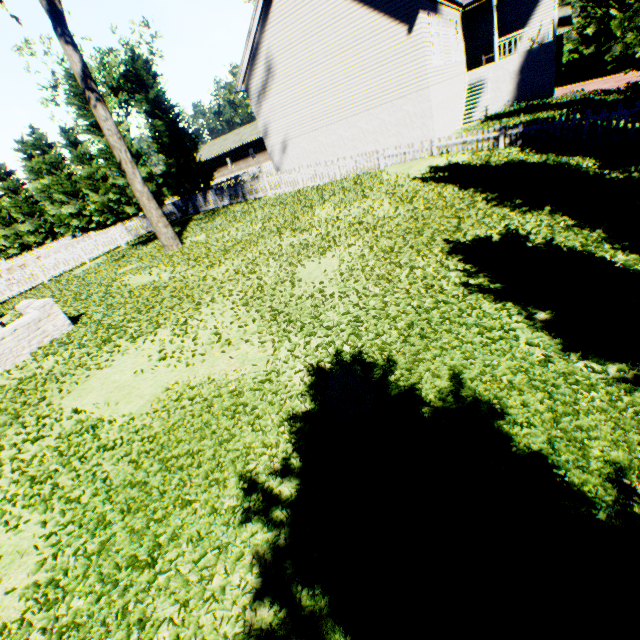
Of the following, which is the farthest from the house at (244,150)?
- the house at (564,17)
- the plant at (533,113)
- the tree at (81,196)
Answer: the plant at (533,113)

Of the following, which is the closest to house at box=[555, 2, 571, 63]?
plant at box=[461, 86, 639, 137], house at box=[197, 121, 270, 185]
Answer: house at box=[197, 121, 270, 185]

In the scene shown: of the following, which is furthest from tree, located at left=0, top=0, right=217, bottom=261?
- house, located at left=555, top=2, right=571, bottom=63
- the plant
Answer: house, located at left=555, top=2, right=571, bottom=63

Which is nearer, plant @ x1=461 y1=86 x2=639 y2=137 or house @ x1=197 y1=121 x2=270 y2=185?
plant @ x1=461 y1=86 x2=639 y2=137

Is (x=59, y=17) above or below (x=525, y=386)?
above

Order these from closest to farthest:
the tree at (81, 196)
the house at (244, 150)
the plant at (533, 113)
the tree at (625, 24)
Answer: the tree at (81, 196) → the plant at (533, 113) → the tree at (625, 24) → the house at (244, 150)

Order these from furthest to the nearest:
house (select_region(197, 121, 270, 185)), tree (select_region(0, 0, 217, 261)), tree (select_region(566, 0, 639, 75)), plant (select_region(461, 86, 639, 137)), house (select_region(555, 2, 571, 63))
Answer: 1. house (select_region(197, 121, 270, 185))
2. house (select_region(555, 2, 571, 63))
3. tree (select_region(566, 0, 639, 75))
4. plant (select_region(461, 86, 639, 137))
5. tree (select_region(0, 0, 217, 261))

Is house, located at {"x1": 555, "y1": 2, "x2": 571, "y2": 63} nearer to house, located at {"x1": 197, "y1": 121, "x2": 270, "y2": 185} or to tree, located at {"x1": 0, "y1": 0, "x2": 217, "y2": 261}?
tree, located at {"x1": 0, "y1": 0, "x2": 217, "y2": 261}
